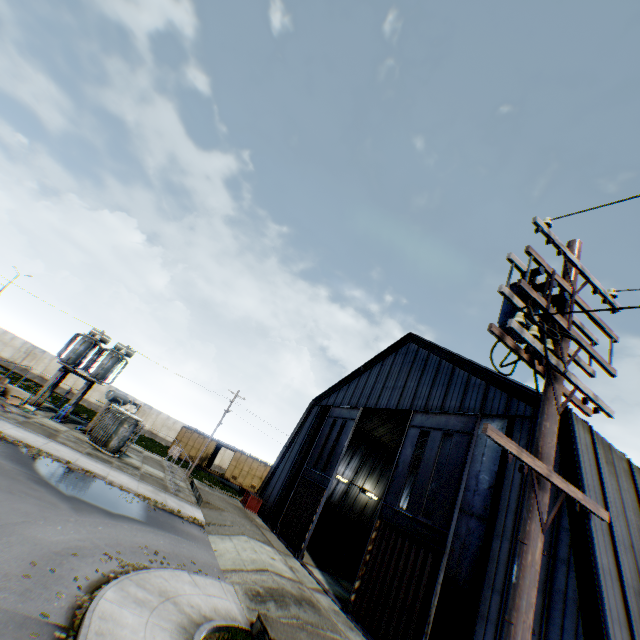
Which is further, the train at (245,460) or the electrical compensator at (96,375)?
the train at (245,460)

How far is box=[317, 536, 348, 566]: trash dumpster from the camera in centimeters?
2472cm

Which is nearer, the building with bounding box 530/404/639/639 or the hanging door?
the building with bounding box 530/404/639/639

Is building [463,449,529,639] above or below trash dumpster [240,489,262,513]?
above

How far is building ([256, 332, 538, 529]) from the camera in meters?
15.4 m

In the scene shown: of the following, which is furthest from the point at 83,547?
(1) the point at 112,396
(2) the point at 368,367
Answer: (2) the point at 368,367

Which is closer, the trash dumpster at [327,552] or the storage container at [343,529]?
the trash dumpster at [327,552]

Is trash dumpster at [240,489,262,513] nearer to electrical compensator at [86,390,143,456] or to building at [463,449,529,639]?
building at [463,449,529,639]
